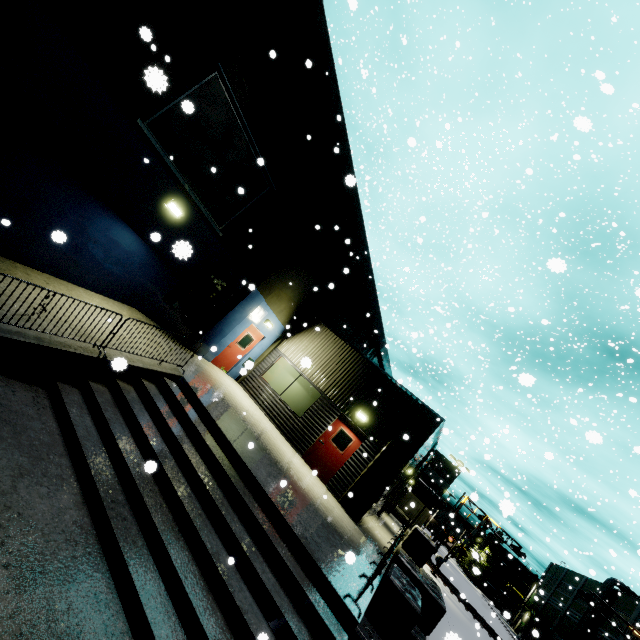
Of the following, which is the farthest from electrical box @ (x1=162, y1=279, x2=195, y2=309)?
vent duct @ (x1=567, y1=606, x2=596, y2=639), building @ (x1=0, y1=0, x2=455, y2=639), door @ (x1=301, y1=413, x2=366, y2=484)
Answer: vent duct @ (x1=567, y1=606, x2=596, y2=639)

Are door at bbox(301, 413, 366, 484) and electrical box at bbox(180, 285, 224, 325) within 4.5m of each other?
no

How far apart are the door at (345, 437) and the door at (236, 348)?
5.2m

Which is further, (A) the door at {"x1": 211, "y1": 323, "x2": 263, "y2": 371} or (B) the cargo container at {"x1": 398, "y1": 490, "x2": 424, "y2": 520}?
(B) the cargo container at {"x1": 398, "y1": 490, "x2": 424, "y2": 520}

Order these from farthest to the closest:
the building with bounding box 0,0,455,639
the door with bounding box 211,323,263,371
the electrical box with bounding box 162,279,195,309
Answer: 1. the door with bounding box 211,323,263,371
2. the electrical box with bounding box 162,279,195,309
3. the building with bounding box 0,0,455,639

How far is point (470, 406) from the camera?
29.12m

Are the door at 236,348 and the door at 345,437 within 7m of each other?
yes

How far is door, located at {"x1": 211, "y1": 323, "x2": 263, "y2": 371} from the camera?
14.28m
